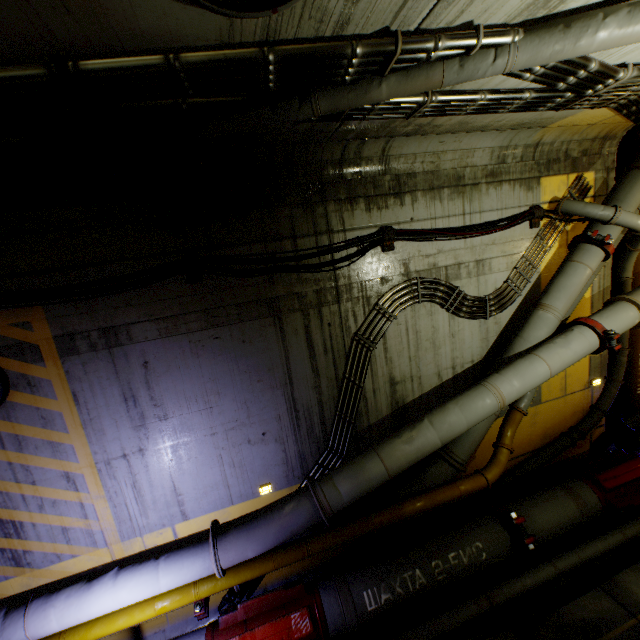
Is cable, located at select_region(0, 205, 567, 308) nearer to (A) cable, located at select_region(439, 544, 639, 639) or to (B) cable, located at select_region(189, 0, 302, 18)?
(B) cable, located at select_region(189, 0, 302, 18)

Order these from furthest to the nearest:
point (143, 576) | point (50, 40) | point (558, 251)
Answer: point (558, 251) → point (143, 576) → point (50, 40)

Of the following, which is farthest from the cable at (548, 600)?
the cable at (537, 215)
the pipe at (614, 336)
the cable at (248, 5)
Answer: the cable at (248, 5)

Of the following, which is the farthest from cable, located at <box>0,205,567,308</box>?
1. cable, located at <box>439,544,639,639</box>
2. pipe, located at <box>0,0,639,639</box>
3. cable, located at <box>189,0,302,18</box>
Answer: cable, located at <box>439,544,639,639</box>

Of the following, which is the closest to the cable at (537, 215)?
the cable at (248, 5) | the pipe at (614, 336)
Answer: the pipe at (614, 336)

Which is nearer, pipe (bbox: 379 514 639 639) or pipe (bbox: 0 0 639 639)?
pipe (bbox: 0 0 639 639)

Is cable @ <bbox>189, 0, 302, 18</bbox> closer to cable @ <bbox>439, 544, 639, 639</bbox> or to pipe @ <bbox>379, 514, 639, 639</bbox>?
pipe @ <bbox>379, 514, 639, 639</bbox>

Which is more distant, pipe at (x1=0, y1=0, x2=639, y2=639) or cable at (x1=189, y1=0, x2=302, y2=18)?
pipe at (x1=0, y1=0, x2=639, y2=639)
